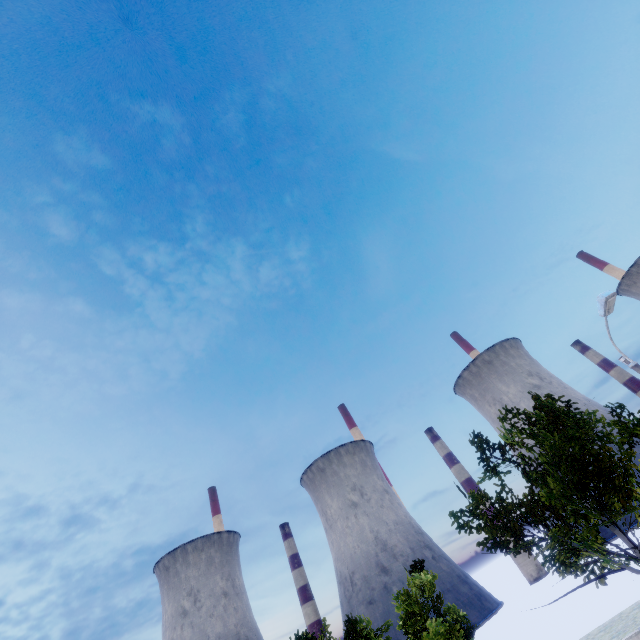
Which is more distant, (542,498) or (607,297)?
(542,498)
